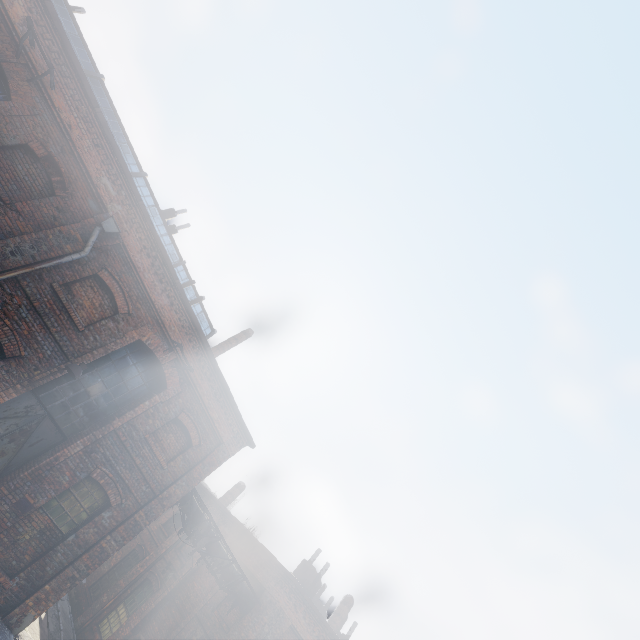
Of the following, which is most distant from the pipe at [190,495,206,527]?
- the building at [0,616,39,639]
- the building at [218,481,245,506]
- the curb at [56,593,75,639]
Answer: the curb at [56,593,75,639]

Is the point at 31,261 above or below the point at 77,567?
above

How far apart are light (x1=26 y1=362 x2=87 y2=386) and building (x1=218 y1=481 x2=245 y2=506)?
17.3m

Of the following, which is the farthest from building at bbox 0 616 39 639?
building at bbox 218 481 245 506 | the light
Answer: building at bbox 218 481 245 506

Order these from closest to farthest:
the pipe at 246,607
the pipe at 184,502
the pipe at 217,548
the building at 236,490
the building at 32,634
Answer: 1. the building at 32,634
2. the pipe at 184,502
3. the pipe at 217,548
4. the pipe at 246,607
5. the building at 236,490

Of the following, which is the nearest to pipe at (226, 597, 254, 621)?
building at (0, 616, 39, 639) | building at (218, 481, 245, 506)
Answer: building at (218, 481, 245, 506)

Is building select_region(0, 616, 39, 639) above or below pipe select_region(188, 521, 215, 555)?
below

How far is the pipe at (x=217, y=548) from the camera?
12.7m
